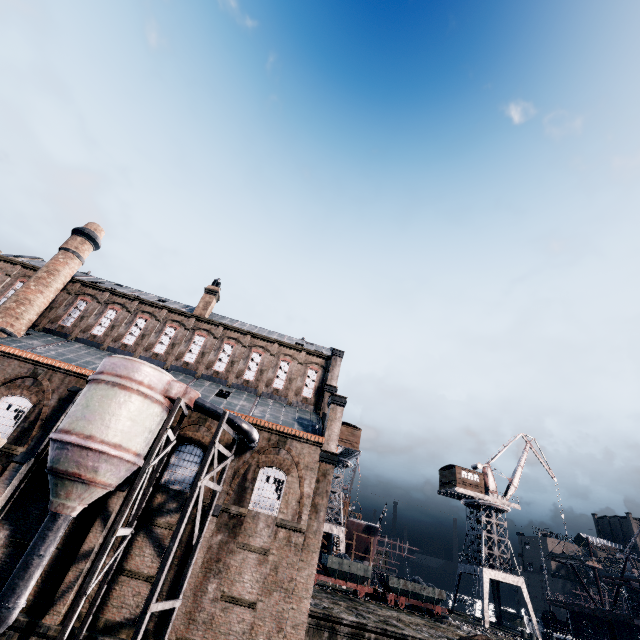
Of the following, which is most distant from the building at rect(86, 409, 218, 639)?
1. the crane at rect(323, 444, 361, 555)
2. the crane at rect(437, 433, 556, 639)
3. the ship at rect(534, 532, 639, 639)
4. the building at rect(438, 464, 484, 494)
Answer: the ship at rect(534, 532, 639, 639)

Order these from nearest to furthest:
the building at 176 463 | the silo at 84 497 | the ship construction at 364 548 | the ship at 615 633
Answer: the silo at 84 497, the building at 176 463, the ship at 615 633, the ship construction at 364 548

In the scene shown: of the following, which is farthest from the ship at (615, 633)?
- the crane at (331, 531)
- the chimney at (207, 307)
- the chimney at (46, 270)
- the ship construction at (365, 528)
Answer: the chimney at (46, 270)

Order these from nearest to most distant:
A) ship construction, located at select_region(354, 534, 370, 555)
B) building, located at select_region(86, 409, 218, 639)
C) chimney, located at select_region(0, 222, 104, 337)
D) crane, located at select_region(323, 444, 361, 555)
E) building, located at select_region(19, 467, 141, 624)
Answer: building, located at select_region(19, 467, 141, 624)
building, located at select_region(86, 409, 218, 639)
chimney, located at select_region(0, 222, 104, 337)
crane, located at select_region(323, 444, 361, 555)
ship construction, located at select_region(354, 534, 370, 555)

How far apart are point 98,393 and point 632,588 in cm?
6086

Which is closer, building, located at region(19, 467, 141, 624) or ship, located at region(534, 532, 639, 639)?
building, located at region(19, 467, 141, 624)

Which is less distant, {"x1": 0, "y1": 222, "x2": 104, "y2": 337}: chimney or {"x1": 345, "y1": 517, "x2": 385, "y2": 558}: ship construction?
{"x1": 0, "y1": 222, "x2": 104, "y2": 337}: chimney

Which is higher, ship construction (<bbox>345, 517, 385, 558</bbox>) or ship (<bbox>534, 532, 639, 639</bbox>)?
ship construction (<bbox>345, 517, 385, 558</bbox>)
